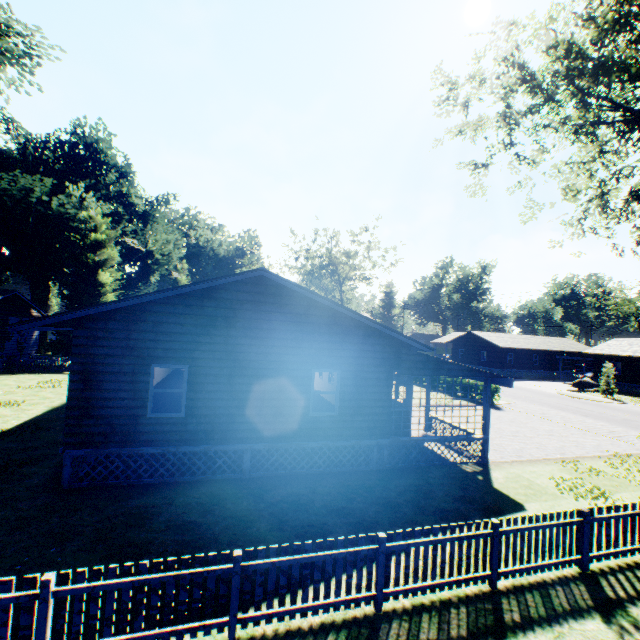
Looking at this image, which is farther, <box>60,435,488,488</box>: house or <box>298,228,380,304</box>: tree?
<box>298,228,380,304</box>: tree

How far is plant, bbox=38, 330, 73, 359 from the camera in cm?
2964

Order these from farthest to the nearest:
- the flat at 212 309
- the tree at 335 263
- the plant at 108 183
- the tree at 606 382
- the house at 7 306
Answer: the tree at 335 263, the tree at 606 382, the plant at 108 183, the house at 7 306, the flat at 212 309

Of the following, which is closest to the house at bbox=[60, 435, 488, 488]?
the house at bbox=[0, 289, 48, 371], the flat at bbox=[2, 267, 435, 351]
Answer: the flat at bbox=[2, 267, 435, 351]

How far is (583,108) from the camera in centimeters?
1288cm

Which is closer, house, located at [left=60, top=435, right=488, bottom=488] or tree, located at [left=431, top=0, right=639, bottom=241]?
house, located at [left=60, top=435, right=488, bottom=488]

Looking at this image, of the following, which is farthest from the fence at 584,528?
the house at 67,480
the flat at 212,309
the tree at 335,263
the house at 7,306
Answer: the flat at 212,309

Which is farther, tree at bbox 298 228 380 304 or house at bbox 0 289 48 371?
tree at bbox 298 228 380 304
